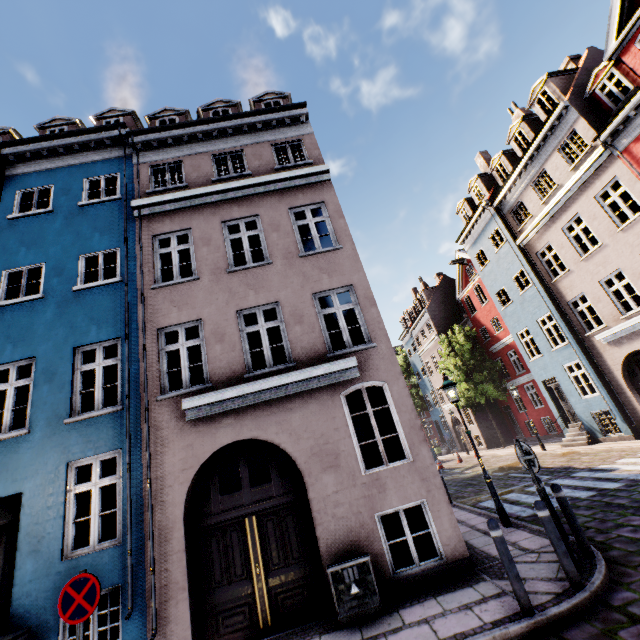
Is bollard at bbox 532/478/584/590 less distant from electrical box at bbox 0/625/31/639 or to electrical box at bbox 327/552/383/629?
electrical box at bbox 327/552/383/629

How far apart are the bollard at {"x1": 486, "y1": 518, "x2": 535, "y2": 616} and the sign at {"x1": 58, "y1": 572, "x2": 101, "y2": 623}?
5.5 meters

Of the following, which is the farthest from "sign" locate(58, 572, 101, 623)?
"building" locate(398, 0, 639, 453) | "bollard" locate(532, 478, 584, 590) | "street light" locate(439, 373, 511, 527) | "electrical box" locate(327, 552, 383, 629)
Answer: "street light" locate(439, 373, 511, 527)

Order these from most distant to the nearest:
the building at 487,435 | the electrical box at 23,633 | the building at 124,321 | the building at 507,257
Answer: the building at 487,435 < the building at 507,257 < the building at 124,321 < the electrical box at 23,633

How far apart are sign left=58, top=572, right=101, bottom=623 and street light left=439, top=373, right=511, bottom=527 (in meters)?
8.14

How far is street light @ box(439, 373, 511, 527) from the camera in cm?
781

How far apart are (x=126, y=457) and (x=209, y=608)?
3.3 meters

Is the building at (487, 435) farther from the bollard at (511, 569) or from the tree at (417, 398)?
the bollard at (511, 569)
